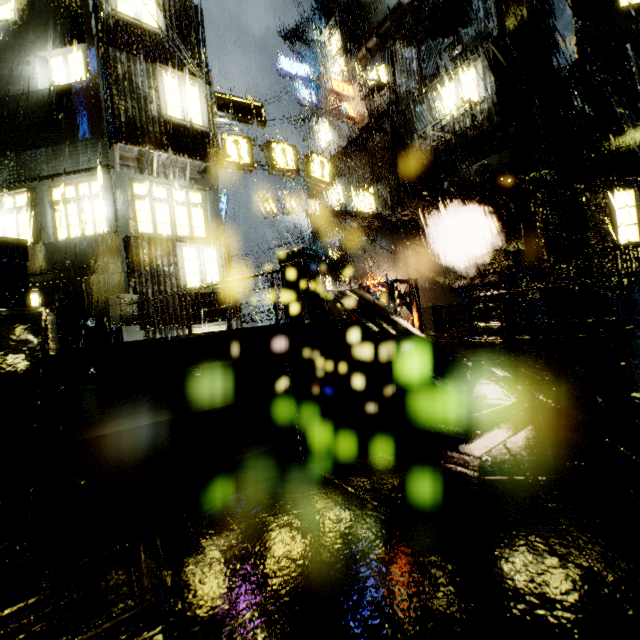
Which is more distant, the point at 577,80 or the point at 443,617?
the point at 577,80

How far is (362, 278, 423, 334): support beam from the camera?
8.46m

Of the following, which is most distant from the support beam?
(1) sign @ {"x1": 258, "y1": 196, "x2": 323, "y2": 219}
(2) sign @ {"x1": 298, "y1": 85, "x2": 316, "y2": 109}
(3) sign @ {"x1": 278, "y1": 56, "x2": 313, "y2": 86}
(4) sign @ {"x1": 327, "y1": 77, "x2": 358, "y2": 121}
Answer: (3) sign @ {"x1": 278, "y1": 56, "x2": 313, "y2": 86}

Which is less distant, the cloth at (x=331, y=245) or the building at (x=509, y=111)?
the building at (x=509, y=111)

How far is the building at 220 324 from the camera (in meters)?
11.46

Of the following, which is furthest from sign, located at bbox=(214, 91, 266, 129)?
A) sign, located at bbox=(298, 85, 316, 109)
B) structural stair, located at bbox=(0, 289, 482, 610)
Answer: sign, located at bbox=(298, 85, 316, 109)

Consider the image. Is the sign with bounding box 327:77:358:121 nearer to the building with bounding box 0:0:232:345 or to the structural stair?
the building with bounding box 0:0:232:345

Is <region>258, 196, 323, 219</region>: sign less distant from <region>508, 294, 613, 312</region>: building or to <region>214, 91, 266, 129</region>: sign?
<region>508, 294, 613, 312</region>: building
